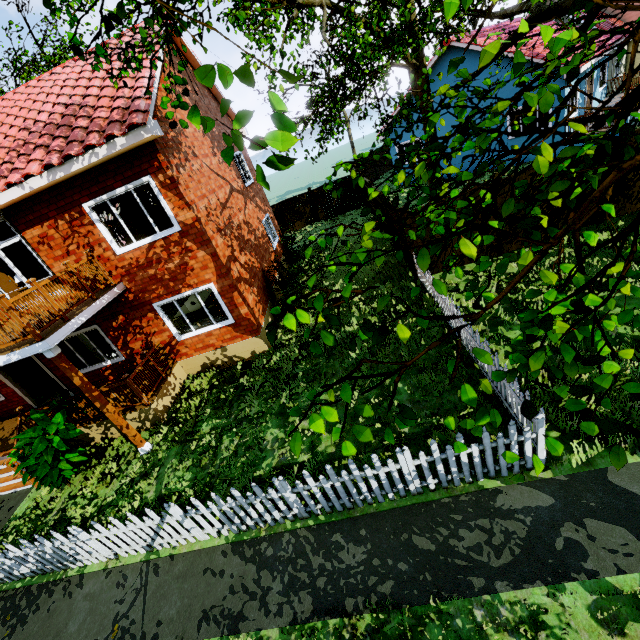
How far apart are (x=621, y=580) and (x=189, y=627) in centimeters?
584cm

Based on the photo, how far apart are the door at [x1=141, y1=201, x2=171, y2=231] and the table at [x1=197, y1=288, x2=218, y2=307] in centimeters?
225cm

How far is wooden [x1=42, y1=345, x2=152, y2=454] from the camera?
6.9 meters

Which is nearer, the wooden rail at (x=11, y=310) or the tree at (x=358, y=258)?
the tree at (x=358, y=258)

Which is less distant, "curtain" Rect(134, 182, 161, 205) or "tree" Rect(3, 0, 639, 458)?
"tree" Rect(3, 0, 639, 458)

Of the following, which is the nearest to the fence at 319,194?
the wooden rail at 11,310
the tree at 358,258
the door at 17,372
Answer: the tree at 358,258

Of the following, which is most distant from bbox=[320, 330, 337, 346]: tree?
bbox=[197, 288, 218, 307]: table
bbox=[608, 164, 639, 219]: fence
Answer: bbox=[197, 288, 218, 307]: table

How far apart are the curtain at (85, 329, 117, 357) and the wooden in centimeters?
315cm
